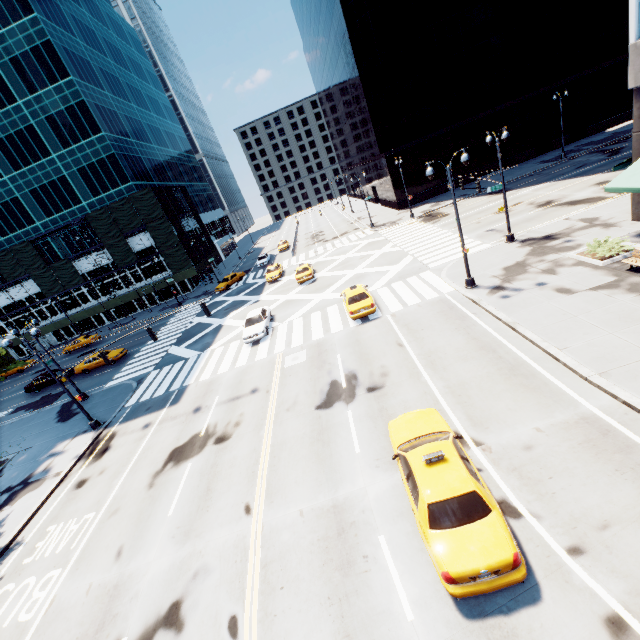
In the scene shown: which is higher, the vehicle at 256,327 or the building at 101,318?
the building at 101,318

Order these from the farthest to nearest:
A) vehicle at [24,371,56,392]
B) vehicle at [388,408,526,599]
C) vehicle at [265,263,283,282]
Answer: vehicle at [265,263,283,282] → vehicle at [24,371,56,392] → vehicle at [388,408,526,599]

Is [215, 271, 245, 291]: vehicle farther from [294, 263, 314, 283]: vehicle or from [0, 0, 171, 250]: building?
[294, 263, 314, 283]: vehicle

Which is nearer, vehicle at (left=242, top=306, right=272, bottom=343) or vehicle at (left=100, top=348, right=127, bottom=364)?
vehicle at (left=242, top=306, right=272, bottom=343)

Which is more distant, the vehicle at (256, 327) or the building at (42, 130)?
the building at (42, 130)

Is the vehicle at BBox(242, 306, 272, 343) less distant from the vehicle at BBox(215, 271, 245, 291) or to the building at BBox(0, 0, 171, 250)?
the vehicle at BBox(215, 271, 245, 291)

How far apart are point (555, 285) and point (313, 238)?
44.97m

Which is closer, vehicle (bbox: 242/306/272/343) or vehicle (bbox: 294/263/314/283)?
vehicle (bbox: 242/306/272/343)
